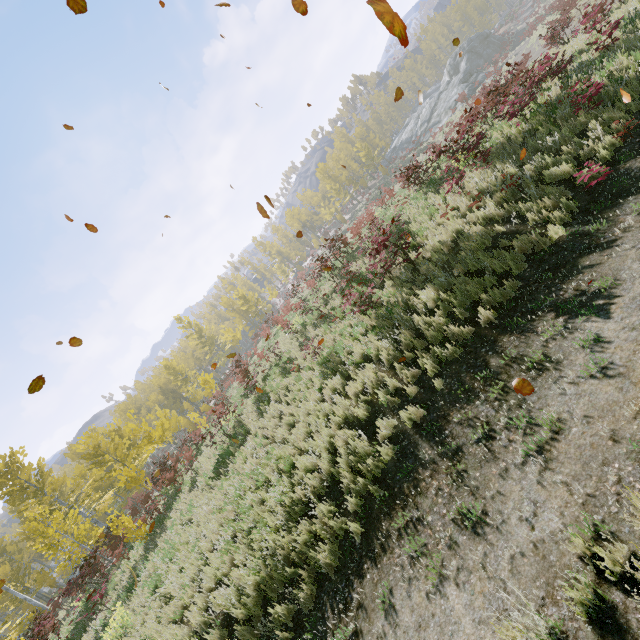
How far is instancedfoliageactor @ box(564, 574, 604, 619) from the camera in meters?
2.7

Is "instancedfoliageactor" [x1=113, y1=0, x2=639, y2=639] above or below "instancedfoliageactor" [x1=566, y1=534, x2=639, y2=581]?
above

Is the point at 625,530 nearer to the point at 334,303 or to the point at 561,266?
the point at 561,266

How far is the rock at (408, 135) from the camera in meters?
40.9 m

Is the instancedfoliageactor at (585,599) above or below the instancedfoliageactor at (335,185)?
below

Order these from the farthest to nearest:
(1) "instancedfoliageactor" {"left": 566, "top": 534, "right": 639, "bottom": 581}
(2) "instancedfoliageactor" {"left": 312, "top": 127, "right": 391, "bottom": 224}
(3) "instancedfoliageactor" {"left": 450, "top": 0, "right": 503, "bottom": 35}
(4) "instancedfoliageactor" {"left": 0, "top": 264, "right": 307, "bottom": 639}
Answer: (3) "instancedfoliageactor" {"left": 450, "top": 0, "right": 503, "bottom": 35} < (2) "instancedfoliageactor" {"left": 312, "top": 127, "right": 391, "bottom": 224} < (4) "instancedfoliageactor" {"left": 0, "top": 264, "right": 307, "bottom": 639} < (1) "instancedfoliageactor" {"left": 566, "top": 534, "right": 639, "bottom": 581}

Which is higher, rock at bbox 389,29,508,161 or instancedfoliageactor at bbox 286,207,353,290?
instancedfoliageactor at bbox 286,207,353,290
